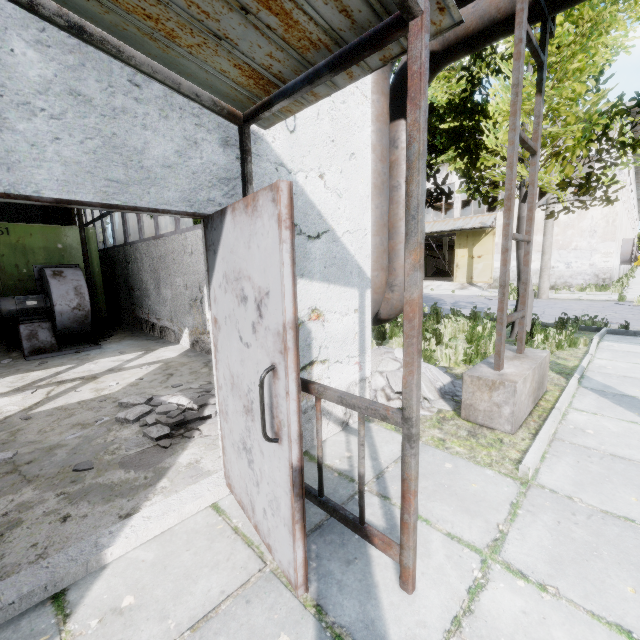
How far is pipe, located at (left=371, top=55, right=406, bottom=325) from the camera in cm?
443

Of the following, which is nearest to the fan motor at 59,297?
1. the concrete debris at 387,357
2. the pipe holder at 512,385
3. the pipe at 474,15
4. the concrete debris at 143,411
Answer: the pipe at 474,15

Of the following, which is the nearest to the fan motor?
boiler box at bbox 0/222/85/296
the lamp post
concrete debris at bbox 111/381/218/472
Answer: boiler box at bbox 0/222/85/296

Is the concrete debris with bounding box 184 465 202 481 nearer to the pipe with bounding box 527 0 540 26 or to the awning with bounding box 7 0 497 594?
the awning with bounding box 7 0 497 594

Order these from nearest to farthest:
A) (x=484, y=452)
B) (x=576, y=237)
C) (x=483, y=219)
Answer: (x=484, y=452) < (x=576, y=237) < (x=483, y=219)

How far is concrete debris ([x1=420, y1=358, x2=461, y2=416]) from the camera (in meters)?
4.26

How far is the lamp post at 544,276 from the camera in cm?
1556

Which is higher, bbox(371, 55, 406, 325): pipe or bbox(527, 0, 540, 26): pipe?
bbox(527, 0, 540, 26): pipe
